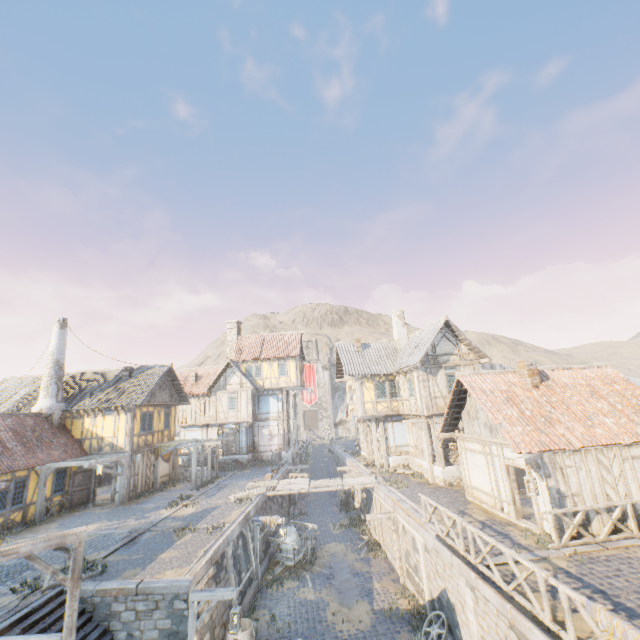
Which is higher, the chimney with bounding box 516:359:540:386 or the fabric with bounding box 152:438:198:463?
the chimney with bounding box 516:359:540:386

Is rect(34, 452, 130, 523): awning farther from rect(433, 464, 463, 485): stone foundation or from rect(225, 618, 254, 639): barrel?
rect(433, 464, 463, 485): stone foundation

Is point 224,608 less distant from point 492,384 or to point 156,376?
point 492,384

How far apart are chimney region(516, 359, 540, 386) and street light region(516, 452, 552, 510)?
A: 3.51m

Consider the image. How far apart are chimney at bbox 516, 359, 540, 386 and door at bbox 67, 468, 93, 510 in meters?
25.2 m

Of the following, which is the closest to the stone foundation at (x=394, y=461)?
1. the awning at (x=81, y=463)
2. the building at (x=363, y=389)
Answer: the building at (x=363, y=389)

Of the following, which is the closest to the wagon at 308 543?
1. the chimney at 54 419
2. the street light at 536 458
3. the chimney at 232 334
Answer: the street light at 536 458

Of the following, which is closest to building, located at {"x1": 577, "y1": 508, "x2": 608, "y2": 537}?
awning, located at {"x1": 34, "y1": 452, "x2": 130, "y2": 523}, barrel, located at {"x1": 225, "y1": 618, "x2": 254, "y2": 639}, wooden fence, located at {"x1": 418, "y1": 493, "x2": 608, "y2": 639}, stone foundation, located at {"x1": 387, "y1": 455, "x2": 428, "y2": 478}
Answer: stone foundation, located at {"x1": 387, "y1": 455, "x2": 428, "y2": 478}
